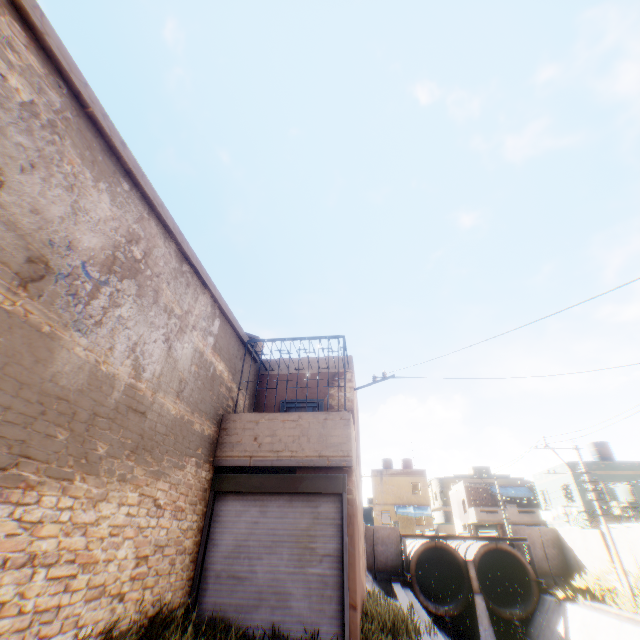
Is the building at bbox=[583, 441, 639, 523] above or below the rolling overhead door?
above

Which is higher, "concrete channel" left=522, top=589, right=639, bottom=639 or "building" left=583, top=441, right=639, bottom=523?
"building" left=583, top=441, right=639, bottom=523

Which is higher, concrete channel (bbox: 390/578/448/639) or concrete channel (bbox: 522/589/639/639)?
concrete channel (bbox: 390/578/448/639)

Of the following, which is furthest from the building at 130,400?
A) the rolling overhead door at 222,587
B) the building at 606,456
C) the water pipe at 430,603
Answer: the water pipe at 430,603

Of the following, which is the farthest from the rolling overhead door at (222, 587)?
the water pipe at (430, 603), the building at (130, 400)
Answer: the water pipe at (430, 603)

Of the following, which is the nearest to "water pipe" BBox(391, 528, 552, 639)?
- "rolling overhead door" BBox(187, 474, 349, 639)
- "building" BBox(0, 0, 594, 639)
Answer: "building" BBox(0, 0, 594, 639)

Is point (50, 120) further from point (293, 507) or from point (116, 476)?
point (293, 507)

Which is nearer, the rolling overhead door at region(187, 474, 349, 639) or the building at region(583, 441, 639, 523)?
the rolling overhead door at region(187, 474, 349, 639)
